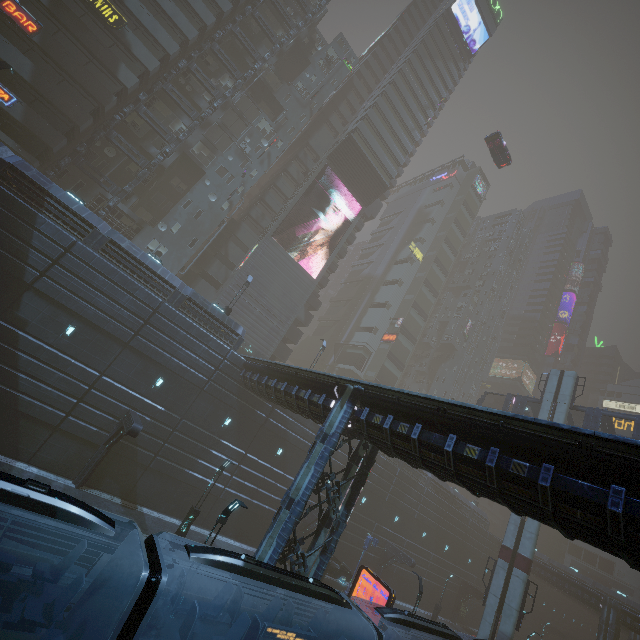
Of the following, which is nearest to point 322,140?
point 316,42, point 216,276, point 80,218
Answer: point 316,42

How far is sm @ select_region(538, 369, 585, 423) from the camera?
29.6 meters

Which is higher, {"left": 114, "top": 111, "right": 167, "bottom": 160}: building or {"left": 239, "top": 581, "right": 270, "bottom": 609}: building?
{"left": 114, "top": 111, "right": 167, "bottom": 160}: building

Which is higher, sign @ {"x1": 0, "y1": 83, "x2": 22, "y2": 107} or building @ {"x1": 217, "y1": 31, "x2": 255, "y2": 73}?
building @ {"x1": 217, "y1": 31, "x2": 255, "y2": 73}

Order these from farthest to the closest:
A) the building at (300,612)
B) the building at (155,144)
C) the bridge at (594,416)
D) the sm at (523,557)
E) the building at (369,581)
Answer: the building at (369,581), the building at (155,144), the bridge at (594,416), the sm at (523,557), the building at (300,612)

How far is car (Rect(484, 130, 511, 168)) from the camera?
37.7m

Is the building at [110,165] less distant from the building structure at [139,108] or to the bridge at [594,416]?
the building structure at [139,108]

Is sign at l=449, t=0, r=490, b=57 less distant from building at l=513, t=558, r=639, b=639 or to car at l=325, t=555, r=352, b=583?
building at l=513, t=558, r=639, b=639
